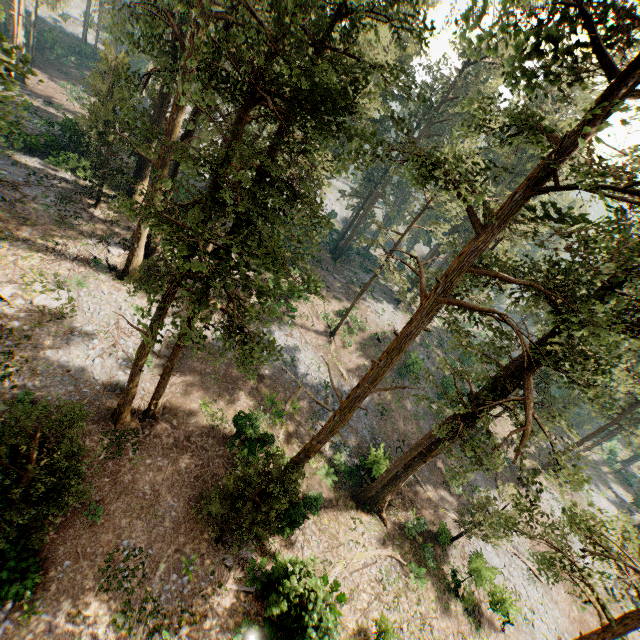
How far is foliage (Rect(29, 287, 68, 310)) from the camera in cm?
1797

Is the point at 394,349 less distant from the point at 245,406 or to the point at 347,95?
the point at 347,95

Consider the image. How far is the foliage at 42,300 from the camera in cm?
1797

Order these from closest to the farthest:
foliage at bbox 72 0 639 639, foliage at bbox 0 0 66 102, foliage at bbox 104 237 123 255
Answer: foliage at bbox 72 0 639 639, foliage at bbox 0 0 66 102, foliage at bbox 104 237 123 255

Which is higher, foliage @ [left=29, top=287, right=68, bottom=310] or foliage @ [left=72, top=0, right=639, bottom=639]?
foliage @ [left=72, top=0, right=639, bottom=639]

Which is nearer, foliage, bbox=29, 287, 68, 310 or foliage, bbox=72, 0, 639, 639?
foliage, bbox=72, 0, 639, 639

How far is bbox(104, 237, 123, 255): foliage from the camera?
23.1 meters

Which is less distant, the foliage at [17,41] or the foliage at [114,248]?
the foliage at [17,41]
